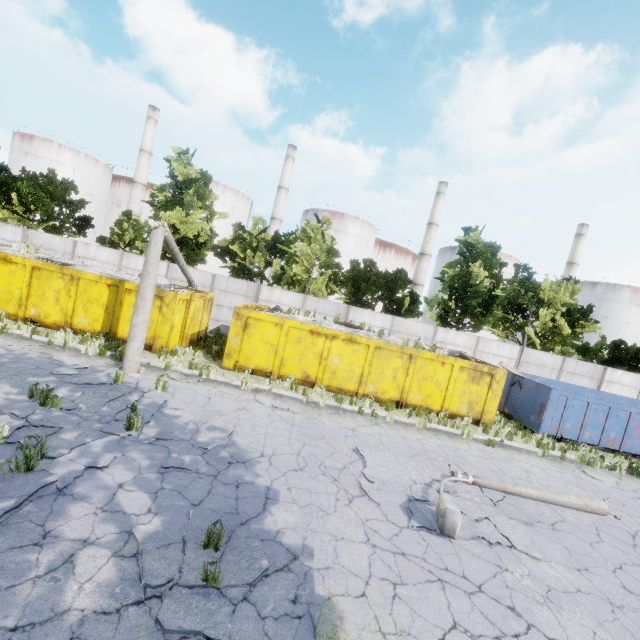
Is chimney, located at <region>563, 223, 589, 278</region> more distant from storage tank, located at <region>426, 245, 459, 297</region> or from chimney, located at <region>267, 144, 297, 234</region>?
chimney, located at <region>267, 144, 297, 234</region>

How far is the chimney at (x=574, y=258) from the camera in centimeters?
5216cm

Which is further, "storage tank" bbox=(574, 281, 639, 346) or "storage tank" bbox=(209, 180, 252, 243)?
"storage tank" bbox=(574, 281, 639, 346)

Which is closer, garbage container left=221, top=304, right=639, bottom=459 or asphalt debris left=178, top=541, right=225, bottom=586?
asphalt debris left=178, top=541, right=225, bottom=586

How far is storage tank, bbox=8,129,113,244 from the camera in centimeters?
4716cm

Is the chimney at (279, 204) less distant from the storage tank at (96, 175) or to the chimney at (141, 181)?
the chimney at (141, 181)

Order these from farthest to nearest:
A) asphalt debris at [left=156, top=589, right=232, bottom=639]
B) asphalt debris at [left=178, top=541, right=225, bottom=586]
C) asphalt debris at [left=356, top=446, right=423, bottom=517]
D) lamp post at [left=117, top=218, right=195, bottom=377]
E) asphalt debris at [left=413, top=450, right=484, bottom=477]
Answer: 1. lamp post at [left=117, top=218, right=195, bottom=377]
2. asphalt debris at [left=413, top=450, right=484, bottom=477]
3. asphalt debris at [left=356, top=446, right=423, bottom=517]
4. asphalt debris at [left=178, top=541, right=225, bottom=586]
5. asphalt debris at [left=156, top=589, right=232, bottom=639]

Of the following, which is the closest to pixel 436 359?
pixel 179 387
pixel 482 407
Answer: pixel 482 407
